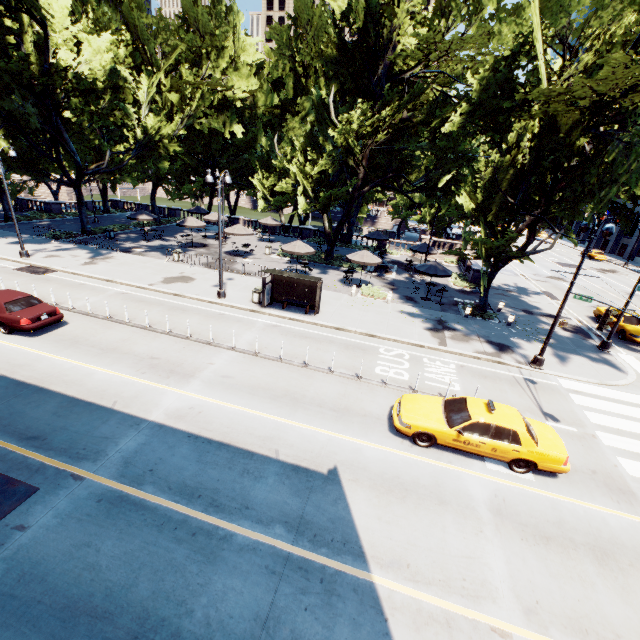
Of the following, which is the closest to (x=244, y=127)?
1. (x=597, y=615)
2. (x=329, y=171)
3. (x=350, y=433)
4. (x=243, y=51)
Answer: (x=243, y=51)

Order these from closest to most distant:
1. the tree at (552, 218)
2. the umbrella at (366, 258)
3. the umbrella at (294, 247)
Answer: the tree at (552, 218) < the umbrella at (366, 258) < the umbrella at (294, 247)

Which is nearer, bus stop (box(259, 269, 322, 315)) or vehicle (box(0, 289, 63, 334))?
vehicle (box(0, 289, 63, 334))

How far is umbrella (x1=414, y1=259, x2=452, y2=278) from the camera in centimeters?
2295cm

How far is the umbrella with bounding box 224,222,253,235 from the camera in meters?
29.4

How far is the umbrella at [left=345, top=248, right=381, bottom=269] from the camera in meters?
24.2

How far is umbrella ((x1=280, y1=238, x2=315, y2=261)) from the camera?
24.97m

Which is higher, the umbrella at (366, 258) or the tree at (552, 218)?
the tree at (552, 218)
